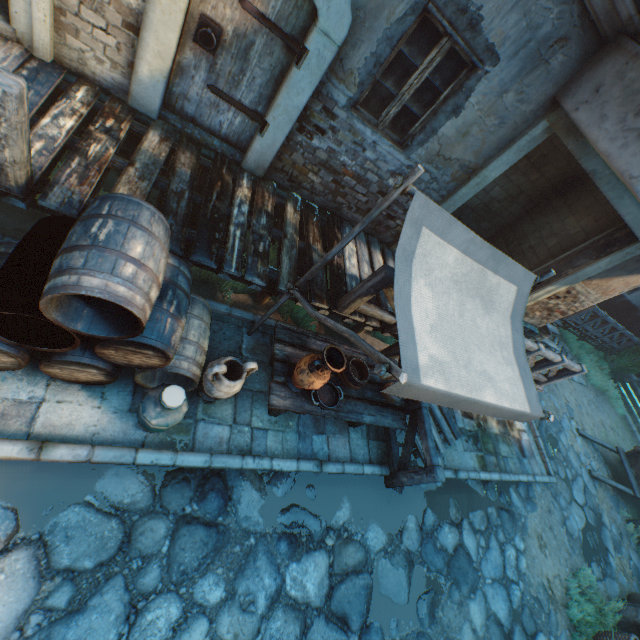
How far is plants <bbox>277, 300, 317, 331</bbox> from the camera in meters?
5.2 m

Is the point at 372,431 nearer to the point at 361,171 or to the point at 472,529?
the point at 472,529

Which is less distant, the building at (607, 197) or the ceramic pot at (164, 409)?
the ceramic pot at (164, 409)

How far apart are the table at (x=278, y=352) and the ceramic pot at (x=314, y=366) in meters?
0.0

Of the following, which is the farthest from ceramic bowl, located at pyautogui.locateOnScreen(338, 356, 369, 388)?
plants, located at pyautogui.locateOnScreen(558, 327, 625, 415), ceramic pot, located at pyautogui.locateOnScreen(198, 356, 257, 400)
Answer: plants, located at pyautogui.locateOnScreen(558, 327, 625, 415)

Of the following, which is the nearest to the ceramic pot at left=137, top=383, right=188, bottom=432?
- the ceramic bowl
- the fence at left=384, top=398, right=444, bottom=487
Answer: the ceramic bowl

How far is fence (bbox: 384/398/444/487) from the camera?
4.4m

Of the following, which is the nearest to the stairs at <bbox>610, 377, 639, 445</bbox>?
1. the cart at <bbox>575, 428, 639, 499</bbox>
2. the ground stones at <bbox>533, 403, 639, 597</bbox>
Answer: the cart at <bbox>575, 428, 639, 499</bbox>
